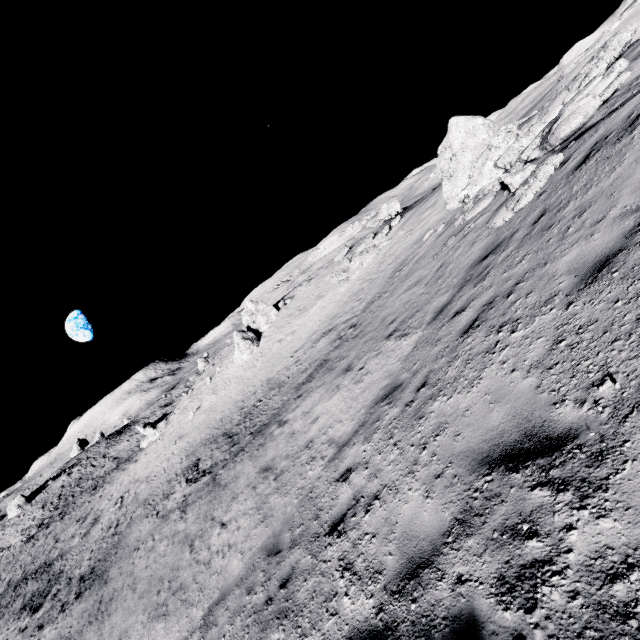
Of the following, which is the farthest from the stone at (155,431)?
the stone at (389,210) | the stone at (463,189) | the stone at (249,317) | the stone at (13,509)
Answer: the stone at (463,189)

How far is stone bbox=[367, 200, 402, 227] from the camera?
40.9 meters

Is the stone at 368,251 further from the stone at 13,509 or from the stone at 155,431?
the stone at 13,509

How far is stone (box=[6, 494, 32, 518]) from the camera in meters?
45.8

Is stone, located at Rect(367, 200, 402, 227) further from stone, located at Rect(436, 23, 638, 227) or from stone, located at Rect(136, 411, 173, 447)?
stone, located at Rect(136, 411, 173, 447)

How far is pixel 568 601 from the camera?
2.22m

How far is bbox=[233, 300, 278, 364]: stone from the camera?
29.0m

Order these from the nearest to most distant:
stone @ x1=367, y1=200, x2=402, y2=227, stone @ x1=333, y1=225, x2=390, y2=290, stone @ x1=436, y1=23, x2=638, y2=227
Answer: stone @ x1=436, y1=23, x2=638, y2=227 < stone @ x1=333, y1=225, x2=390, y2=290 < stone @ x1=367, y1=200, x2=402, y2=227
